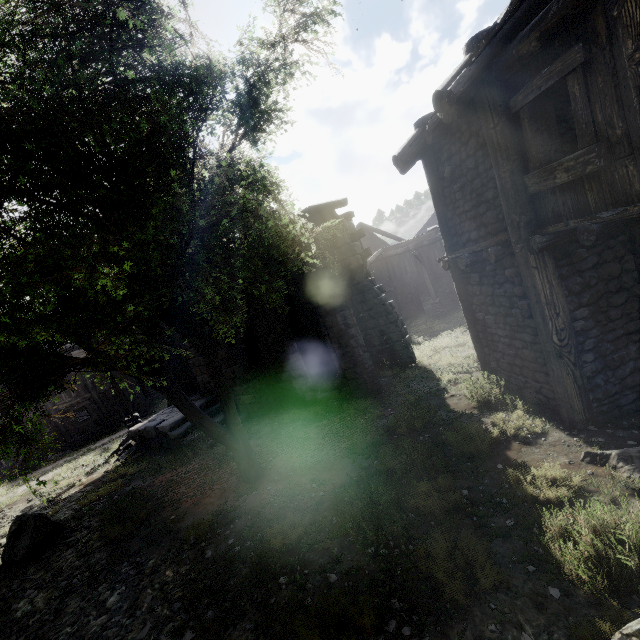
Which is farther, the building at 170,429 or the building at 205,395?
the building at 205,395

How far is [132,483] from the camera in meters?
10.3 m

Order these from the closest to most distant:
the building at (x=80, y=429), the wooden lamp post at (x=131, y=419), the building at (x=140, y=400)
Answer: the wooden lamp post at (x=131, y=419)
the building at (x=80, y=429)
the building at (x=140, y=400)

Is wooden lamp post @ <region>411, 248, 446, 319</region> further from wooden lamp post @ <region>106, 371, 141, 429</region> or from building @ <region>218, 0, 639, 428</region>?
wooden lamp post @ <region>106, 371, 141, 429</region>

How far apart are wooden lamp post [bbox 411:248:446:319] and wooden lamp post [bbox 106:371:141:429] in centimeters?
1746cm

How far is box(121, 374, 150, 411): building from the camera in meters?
24.1

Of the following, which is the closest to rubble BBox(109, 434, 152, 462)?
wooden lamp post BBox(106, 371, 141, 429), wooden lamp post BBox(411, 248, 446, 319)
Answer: wooden lamp post BBox(106, 371, 141, 429)
